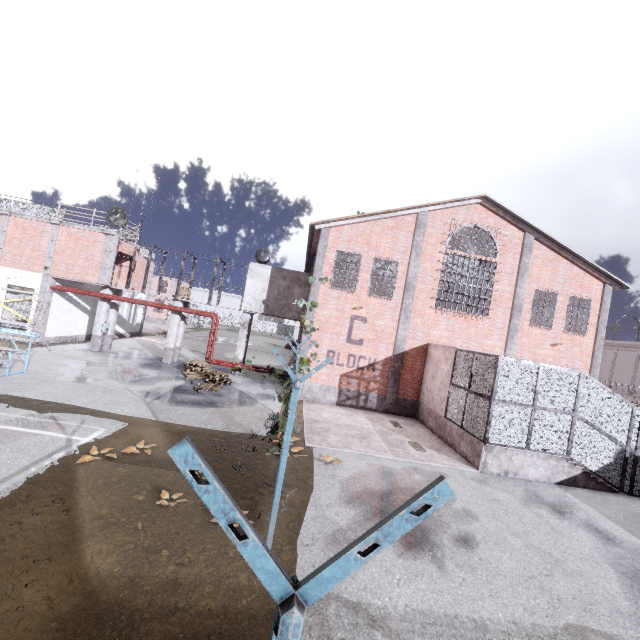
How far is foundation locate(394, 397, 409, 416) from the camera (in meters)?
16.80

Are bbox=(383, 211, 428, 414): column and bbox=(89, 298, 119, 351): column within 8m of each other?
no

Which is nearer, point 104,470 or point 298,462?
point 104,470

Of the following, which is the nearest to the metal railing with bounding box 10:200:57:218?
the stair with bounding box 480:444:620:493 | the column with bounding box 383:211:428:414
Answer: the column with bounding box 383:211:428:414

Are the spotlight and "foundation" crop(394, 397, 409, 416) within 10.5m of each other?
no

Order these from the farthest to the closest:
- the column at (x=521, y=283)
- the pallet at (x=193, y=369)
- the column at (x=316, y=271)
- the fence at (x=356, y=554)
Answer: the column at (x=521, y=283), the column at (x=316, y=271), the pallet at (x=193, y=369), the fence at (x=356, y=554)

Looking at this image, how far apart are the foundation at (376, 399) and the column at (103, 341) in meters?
13.1

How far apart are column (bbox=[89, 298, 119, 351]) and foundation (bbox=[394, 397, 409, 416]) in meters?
17.9 m
